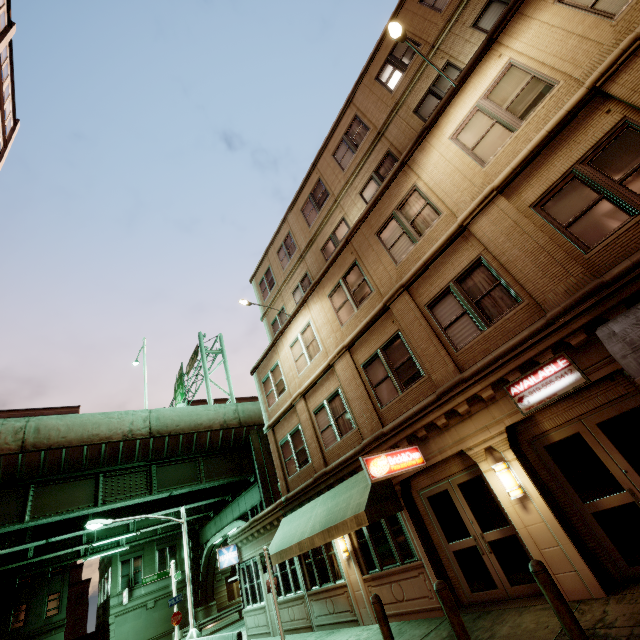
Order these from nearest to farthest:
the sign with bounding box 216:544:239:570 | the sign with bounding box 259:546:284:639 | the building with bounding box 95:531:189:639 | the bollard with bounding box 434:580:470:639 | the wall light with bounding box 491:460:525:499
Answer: the bollard with bounding box 434:580:470:639, the wall light with bounding box 491:460:525:499, the sign with bounding box 259:546:284:639, the sign with bounding box 216:544:239:570, the building with bounding box 95:531:189:639

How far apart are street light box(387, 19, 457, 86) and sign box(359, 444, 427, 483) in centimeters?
1059cm

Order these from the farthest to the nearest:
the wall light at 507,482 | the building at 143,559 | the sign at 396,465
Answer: the building at 143,559, the sign at 396,465, the wall light at 507,482

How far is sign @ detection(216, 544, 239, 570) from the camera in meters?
17.5 m

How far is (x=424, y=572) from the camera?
9.0 meters

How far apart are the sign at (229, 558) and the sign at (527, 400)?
18.0m

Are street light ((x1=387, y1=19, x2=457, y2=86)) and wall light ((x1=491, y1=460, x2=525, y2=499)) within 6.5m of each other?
no

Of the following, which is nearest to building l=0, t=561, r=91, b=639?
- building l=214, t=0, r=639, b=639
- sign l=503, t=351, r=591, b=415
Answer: building l=214, t=0, r=639, b=639
